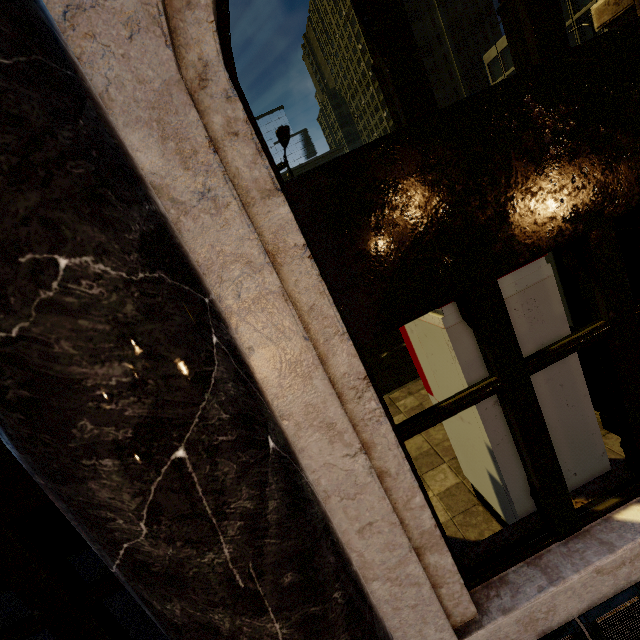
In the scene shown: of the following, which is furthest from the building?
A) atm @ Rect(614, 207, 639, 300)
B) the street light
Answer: the street light

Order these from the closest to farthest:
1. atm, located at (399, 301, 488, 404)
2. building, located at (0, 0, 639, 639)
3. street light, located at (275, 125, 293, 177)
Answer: building, located at (0, 0, 639, 639) → atm, located at (399, 301, 488, 404) → street light, located at (275, 125, 293, 177)

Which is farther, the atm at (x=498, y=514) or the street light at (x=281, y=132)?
the street light at (x=281, y=132)

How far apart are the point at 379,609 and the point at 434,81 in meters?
77.1 m

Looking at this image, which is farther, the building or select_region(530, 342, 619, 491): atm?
select_region(530, 342, 619, 491): atm

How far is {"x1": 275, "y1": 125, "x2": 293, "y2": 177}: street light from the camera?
11.61m

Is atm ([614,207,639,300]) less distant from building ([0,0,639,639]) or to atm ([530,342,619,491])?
building ([0,0,639,639])

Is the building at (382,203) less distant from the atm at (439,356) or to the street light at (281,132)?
the atm at (439,356)
